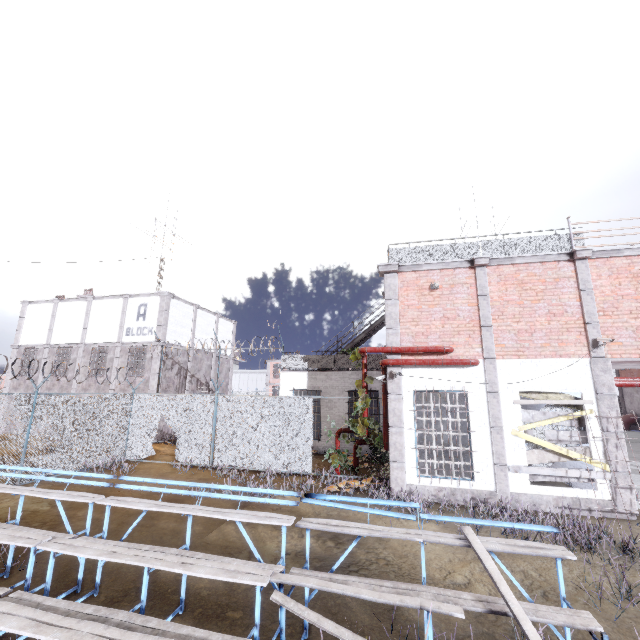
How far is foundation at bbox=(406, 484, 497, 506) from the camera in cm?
898

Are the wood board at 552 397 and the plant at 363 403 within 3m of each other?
no

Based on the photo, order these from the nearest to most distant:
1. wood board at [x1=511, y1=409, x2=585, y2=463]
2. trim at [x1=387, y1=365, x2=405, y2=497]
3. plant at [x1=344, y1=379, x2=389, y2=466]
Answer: wood board at [x1=511, y1=409, x2=585, y2=463] < trim at [x1=387, y1=365, x2=405, y2=497] < plant at [x1=344, y1=379, x2=389, y2=466]

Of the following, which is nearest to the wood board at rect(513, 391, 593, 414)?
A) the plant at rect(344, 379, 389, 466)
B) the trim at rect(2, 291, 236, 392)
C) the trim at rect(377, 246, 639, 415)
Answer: the trim at rect(377, 246, 639, 415)

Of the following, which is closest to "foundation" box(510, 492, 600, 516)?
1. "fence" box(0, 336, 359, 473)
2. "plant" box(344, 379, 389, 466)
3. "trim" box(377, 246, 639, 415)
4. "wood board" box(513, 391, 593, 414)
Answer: "trim" box(377, 246, 639, 415)

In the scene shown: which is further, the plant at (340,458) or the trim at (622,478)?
the plant at (340,458)

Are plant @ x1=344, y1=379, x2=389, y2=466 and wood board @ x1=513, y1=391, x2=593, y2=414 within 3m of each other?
no

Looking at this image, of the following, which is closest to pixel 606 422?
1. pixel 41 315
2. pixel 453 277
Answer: pixel 453 277
